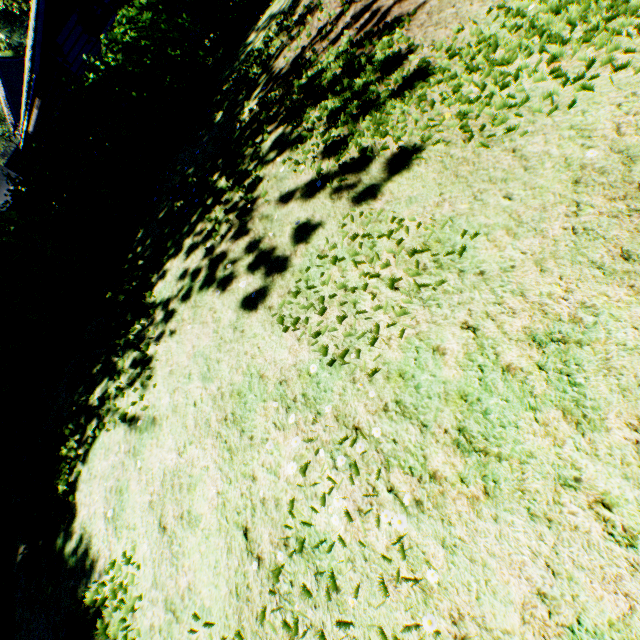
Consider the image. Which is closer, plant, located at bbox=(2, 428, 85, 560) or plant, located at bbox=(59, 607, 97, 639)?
plant, located at bbox=(59, 607, 97, 639)

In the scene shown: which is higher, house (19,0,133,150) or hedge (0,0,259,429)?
house (19,0,133,150)

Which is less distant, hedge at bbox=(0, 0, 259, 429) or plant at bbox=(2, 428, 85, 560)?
plant at bbox=(2, 428, 85, 560)

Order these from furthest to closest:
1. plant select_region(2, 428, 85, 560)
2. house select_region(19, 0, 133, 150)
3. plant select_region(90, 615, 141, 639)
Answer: house select_region(19, 0, 133, 150)
plant select_region(2, 428, 85, 560)
plant select_region(90, 615, 141, 639)

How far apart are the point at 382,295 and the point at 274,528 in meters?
2.1 m

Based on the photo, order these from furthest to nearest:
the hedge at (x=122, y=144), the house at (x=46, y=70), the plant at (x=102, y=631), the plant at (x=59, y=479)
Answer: the house at (x=46, y=70) → the hedge at (x=122, y=144) → the plant at (x=59, y=479) → the plant at (x=102, y=631)

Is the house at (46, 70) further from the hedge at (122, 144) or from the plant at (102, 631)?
the plant at (102, 631)

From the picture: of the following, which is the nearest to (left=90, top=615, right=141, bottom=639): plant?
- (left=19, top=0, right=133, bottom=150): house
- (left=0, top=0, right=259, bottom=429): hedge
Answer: (left=0, top=0, right=259, bottom=429): hedge
